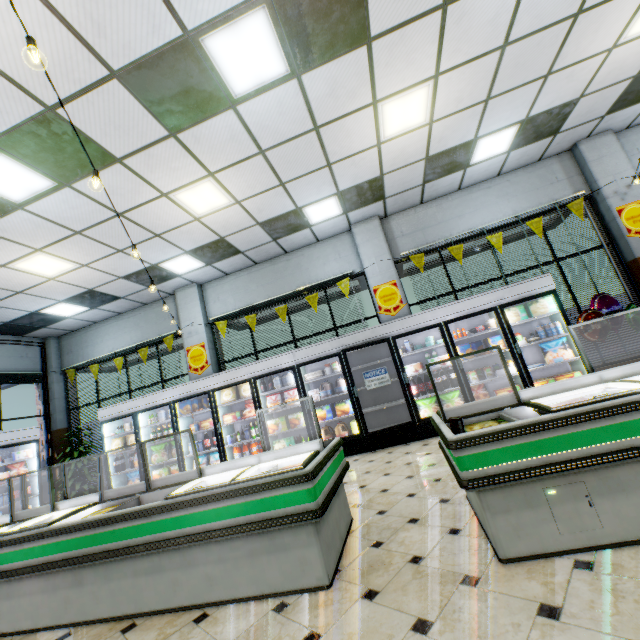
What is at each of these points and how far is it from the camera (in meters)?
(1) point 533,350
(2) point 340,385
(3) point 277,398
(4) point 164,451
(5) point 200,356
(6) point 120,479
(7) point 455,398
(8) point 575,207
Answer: (1) wall refrigerator, 6.30
(2) milk jug, 6.53
(3) bagged frozen food, 6.95
(4) boxed frozen food, 7.32
(5) sign, 8.33
(6) wall refrigerator door, 7.76
(7) boxed frozen food, 6.04
(8) banner sign, 6.71

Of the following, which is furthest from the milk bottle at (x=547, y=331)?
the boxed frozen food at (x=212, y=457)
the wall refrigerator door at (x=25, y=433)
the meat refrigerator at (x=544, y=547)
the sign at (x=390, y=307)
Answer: the wall refrigerator door at (x=25, y=433)

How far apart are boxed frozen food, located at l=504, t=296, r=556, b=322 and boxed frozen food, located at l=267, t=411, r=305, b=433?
5.2 meters

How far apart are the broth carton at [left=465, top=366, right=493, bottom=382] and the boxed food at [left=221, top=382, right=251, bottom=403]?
5.03m

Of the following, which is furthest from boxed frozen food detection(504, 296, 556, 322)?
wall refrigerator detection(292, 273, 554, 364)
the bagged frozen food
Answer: the bagged frozen food

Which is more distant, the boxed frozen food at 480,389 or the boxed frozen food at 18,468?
the boxed frozen food at 18,468

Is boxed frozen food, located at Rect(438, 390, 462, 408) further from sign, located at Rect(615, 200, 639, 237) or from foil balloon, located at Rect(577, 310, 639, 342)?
sign, located at Rect(615, 200, 639, 237)

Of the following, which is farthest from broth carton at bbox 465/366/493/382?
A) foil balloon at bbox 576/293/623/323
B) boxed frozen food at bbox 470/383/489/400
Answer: foil balloon at bbox 576/293/623/323
